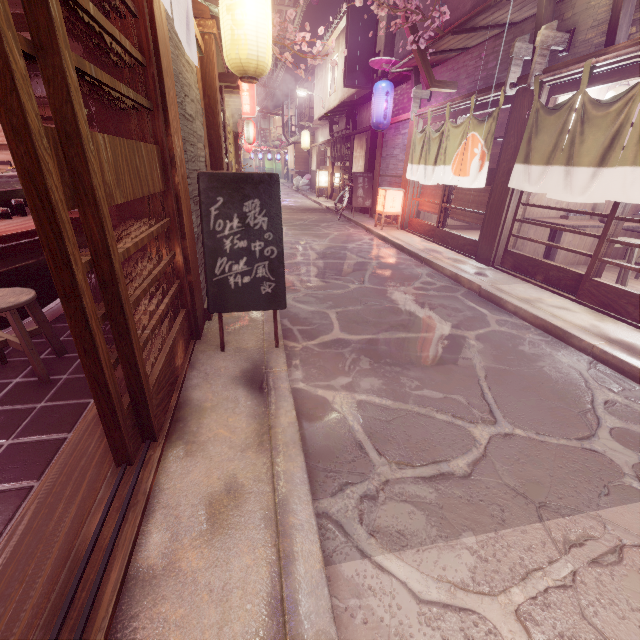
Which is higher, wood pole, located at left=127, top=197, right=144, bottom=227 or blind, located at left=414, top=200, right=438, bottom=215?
wood pole, located at left=127, top=197, right=144, bottom=227

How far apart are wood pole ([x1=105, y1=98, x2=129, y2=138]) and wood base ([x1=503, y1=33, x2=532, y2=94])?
9.98m

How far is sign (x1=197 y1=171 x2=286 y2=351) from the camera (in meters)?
5.06

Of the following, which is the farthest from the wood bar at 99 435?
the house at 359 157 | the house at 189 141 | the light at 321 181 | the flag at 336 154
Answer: the light at 321 181

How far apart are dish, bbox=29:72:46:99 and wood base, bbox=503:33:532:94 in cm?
1162

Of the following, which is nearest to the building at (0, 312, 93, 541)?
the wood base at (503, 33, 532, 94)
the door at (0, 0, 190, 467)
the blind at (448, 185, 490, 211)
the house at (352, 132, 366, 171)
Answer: the door at (0, 0, 190, 467)

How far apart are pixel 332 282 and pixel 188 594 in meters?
8.3 m

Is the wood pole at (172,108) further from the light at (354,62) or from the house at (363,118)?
the house at (363,118)
